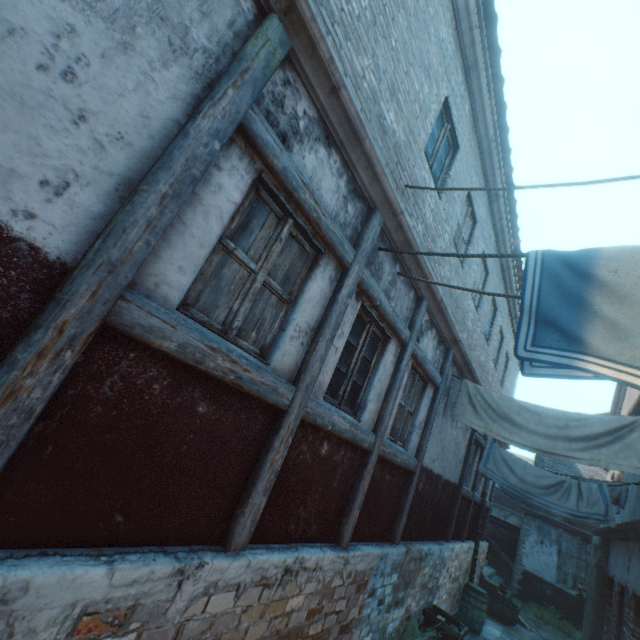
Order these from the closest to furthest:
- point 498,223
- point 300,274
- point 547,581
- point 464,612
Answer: point 300,274 → point 498,223 → point 464,612 → point 547,581

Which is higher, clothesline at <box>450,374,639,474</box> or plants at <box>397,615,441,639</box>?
clothesline at <box>450,374,639,474</box>

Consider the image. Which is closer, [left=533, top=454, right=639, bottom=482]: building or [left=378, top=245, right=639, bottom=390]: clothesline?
[left=378, top=245, right=639, bottom=390]: clothesline

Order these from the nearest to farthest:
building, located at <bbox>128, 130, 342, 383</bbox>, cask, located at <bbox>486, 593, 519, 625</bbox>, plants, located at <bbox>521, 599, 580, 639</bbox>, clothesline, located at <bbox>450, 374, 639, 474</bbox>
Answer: building, located at <bbox>128, 130, 342, 383</bbox> → clothesline, located at <bbox>450, 374, 639, 474</bbox> → cask, located at <bbox>486, 593, 519, 625</bbox> → plants, located at <bbox>521, 599, 580, 639</bbox>

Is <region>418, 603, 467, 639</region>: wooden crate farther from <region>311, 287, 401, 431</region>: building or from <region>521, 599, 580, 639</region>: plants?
<region>521, 599, 580, 639</region>: plants

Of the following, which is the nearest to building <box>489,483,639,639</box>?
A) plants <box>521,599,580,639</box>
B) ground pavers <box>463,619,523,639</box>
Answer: ground pavers <box>463,619,523,639</box>

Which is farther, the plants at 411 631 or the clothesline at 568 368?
the plants at 411 631

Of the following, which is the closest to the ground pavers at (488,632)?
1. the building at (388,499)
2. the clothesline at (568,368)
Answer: the building at (388,499)
